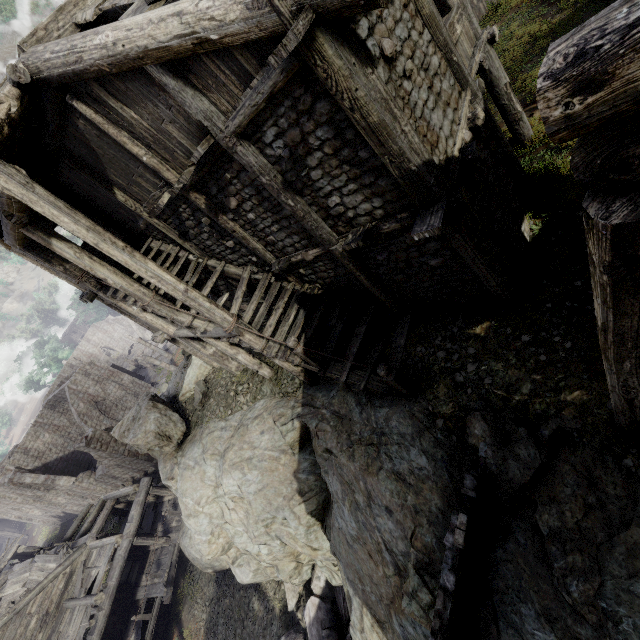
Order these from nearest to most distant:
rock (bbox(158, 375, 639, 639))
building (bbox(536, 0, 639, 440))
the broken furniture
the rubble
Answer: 1. building (bbox(536, 0, 639, 440))
2. rock (bbox(158, 375, 639, 639))
3. the rubble
4. the broken furniture

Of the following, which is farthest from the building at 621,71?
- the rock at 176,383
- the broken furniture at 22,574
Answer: the broken furniture at 22,574

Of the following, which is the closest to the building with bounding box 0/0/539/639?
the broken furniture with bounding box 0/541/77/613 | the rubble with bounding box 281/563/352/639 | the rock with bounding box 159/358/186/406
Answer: the rock with bounding box 159/358/186/406

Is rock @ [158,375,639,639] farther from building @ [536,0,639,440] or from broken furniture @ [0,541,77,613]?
broken furniture @ [0,541,77,613]

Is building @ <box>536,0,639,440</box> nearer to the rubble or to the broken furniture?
the broken furniture

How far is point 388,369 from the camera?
6.57m

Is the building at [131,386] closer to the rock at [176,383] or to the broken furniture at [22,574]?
the rock at [176,383]

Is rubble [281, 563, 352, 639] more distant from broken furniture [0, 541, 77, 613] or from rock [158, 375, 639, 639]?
broken furniture [0, 541, 77, 613]
